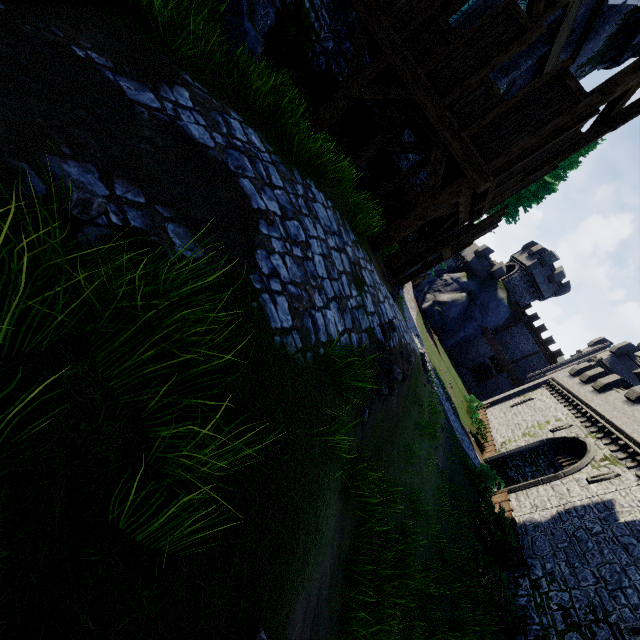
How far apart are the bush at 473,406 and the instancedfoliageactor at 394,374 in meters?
27.7

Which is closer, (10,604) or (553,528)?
(10,604)

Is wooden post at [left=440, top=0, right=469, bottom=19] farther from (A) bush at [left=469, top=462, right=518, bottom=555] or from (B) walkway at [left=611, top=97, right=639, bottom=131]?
(A) bush at [left=469, top=462, right=518, bottom=555]

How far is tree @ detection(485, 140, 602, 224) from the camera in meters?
25.0

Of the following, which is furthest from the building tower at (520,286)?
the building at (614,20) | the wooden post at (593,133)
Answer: the wooden post at (593,133)

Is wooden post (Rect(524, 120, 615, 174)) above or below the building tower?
below

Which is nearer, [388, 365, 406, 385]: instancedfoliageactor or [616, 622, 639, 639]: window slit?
[388, 365, 406, 385]: instancedfoliageactor

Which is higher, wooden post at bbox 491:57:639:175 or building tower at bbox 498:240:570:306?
building tower at bbox 498:240:570:306
